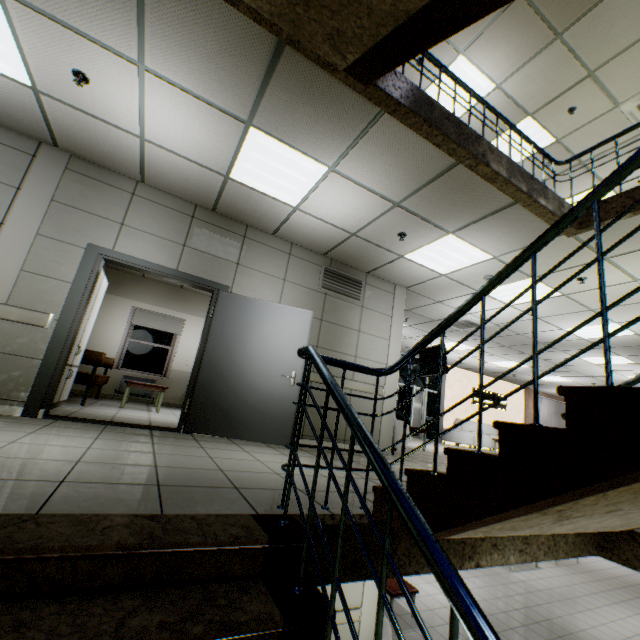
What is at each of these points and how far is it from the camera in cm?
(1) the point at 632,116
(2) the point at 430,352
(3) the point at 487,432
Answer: (1) air conditioning vent, 600
(2) tv, 962
(3) sofa, 1422

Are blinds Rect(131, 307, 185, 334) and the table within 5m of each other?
no

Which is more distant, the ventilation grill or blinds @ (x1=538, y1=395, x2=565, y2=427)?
blinds @ (x1=538, y1=395, x2=565, y2=427)

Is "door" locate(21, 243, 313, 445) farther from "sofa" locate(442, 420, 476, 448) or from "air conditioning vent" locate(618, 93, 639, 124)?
"sofa" locate(442, 420, 476, 448)

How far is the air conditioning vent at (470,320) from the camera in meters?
7.7

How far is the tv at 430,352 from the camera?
9.2m

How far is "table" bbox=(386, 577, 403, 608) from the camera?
6.96m

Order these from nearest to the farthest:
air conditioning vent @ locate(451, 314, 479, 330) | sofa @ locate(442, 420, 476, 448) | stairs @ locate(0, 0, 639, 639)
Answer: stairs @ locate(0, 0, 639, 639) < air conditioning vent @ locate(451, 314, 479, 330) < sofa @ locate(442, 420, 476, 448)
